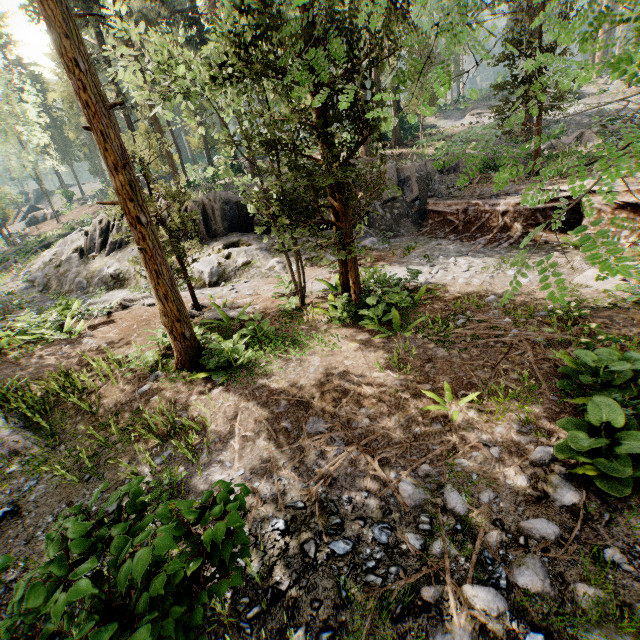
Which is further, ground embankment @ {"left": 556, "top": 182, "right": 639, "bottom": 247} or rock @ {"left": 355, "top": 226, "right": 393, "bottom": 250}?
rock @ {"left": 355, "top": 226, "right": 393, "bottom": 250}

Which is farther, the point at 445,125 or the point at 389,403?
the point at 445,125

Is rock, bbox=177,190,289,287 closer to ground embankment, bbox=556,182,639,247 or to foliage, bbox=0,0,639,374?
ground embankment, bbox=556,182,639,247

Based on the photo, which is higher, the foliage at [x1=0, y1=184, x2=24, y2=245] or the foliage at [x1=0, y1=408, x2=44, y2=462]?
the foliage at [x1=0, y1=184, x2=24, y2=245]

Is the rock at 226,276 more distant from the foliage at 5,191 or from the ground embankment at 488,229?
the foliage at 5,191

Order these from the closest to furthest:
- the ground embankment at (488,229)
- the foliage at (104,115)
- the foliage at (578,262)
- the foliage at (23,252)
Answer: the foliage at (578,262)
the foliage at (104,115)
the ground embankment at (488,229)
the foliage at (23,252)
